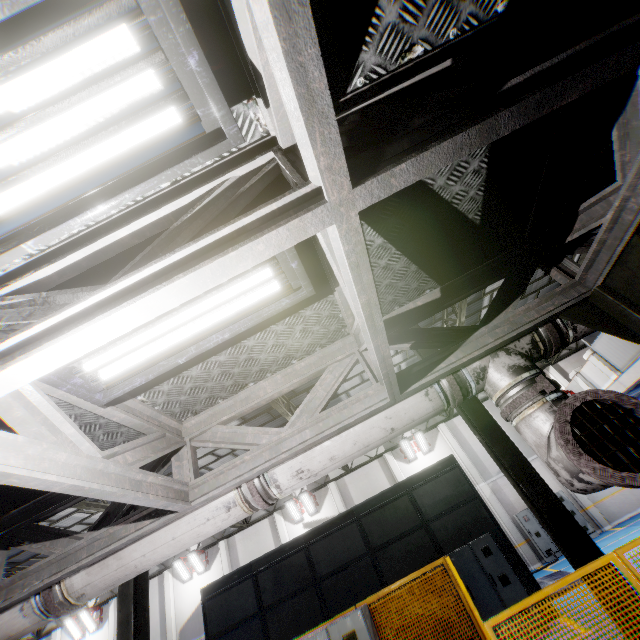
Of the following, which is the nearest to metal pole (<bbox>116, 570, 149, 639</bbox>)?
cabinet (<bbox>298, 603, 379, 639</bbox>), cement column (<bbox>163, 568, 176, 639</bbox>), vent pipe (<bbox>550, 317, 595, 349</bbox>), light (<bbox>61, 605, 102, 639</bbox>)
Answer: cabinet (<bbox>298, 603, 379, 639</bbox>)

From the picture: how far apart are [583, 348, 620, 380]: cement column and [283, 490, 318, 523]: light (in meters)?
16.26

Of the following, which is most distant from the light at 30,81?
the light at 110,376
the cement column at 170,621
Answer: the cement column at 170,621

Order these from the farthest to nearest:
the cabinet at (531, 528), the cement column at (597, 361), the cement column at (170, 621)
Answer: the cement column at (170, 621), the cabinet at (531, 528), the cement column at (597, 361)

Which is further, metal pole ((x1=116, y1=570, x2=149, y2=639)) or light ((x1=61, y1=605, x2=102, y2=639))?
light ((x1=61, y1=605, x2=102, y2=639))

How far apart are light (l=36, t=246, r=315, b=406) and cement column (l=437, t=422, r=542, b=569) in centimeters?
2109cm

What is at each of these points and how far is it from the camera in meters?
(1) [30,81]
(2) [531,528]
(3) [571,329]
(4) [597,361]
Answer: (1) light, 1.0 m
(2) cabinet, 16.5 m
(3) vent pipe, 2.9 m
(4) cement column, 11.5 m

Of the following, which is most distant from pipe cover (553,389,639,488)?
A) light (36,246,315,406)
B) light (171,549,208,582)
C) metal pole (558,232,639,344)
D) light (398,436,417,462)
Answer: light (171,549,208,582)
